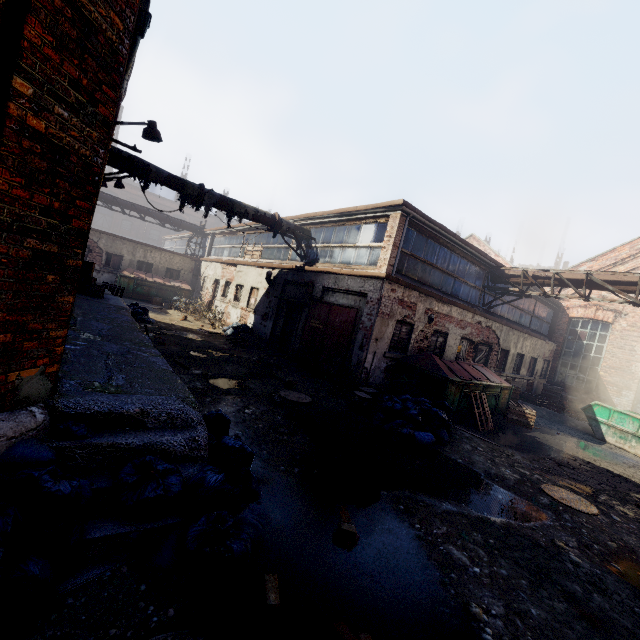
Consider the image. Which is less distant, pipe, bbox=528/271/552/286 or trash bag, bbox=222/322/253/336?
pipe, bbox=528/271/552/286

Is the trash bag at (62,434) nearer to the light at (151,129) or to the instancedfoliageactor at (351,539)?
the instancedfoliageactor at (351,539)

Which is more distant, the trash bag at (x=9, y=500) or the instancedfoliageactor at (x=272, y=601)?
the instancedfoliageactor at (x=272, y=601)

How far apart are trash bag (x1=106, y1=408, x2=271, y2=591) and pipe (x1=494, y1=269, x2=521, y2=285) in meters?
13.3 m

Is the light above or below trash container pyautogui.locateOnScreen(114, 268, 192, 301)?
above

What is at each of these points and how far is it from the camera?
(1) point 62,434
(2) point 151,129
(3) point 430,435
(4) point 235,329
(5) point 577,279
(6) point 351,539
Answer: (1) trash bag, 2.8m
(2) light, 7.1m
(3) trash bag, 7.1m
(4) trash bag, 15.9m
(5) pipe, 11.9m
(6) instancedfoliageactor, 3.5m

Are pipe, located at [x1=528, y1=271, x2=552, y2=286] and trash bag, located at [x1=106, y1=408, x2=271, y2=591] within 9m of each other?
no

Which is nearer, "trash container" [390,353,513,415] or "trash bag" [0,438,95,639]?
"trash bag" [0,438,95,639]
